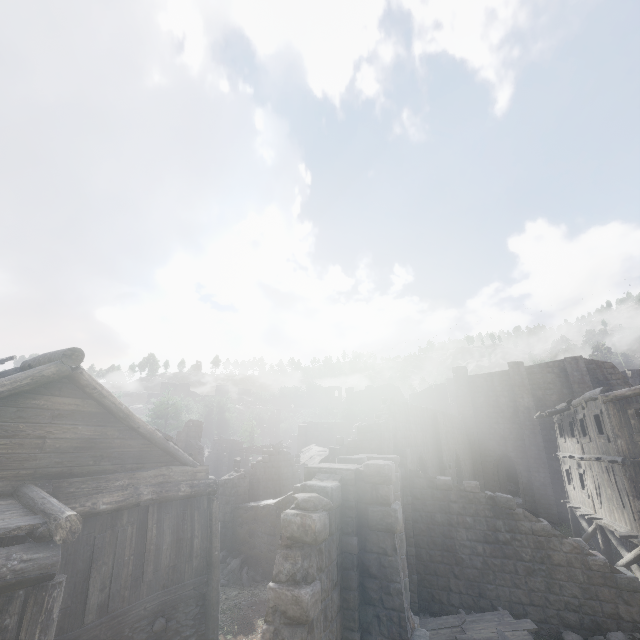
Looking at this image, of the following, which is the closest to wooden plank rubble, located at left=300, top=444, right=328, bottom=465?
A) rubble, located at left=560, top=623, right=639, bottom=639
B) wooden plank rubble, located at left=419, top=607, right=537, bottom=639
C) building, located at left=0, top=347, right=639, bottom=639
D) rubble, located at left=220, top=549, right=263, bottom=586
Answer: building, located at left=0, top=347, right=639, bottom=639

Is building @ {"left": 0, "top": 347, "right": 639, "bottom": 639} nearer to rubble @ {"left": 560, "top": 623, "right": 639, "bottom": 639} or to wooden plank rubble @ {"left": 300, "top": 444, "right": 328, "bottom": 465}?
rubble @ {"left": 560, "top": 623, "right": 639, "bottom": 639}

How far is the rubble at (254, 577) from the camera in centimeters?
1565cm

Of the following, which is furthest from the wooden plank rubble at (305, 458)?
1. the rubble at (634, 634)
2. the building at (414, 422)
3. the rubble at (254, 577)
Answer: the rubble at (634, 634)

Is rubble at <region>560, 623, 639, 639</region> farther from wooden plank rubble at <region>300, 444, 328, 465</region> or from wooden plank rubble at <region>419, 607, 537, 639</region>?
wooden plank rubble at <region>300, 444, 328, 465</region>

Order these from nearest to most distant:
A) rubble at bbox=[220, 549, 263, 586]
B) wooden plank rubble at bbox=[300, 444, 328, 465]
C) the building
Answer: the building < rubble at bbox=[220, 549, 263, 586] < wooden plank rubble at bbox=[300, 444, 328, 465]

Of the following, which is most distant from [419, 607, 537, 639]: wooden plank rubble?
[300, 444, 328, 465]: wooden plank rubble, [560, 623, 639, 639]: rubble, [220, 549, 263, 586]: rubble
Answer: [300, 444, 328, 465]: wooden plank rubble

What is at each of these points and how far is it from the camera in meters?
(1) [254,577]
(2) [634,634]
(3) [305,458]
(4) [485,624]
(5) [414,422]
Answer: (1) rubble, 15.9
(2) rubble, 11.0
(3) wooden plank rubble, 33.3
(4) wooden plank rubble, 11.0
(5) building, 19.3
